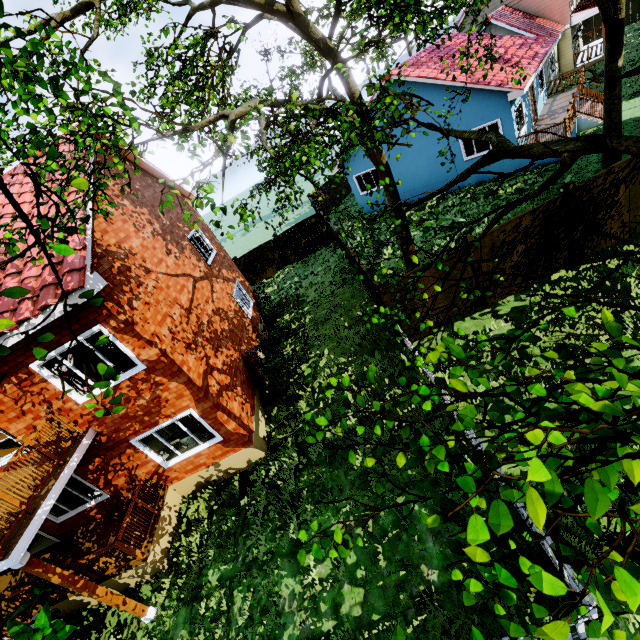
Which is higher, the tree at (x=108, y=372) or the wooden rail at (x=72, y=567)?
the tree at (x=108, y=372)

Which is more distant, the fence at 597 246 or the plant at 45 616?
the fence at 597 246

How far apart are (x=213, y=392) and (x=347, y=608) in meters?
5.6

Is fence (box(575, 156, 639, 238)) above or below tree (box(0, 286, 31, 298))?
below

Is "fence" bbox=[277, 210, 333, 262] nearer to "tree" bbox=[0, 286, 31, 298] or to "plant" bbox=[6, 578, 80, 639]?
"tree" bbox=[0, 286, 31, 298]

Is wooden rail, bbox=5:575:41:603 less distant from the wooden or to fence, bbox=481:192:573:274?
the wooden

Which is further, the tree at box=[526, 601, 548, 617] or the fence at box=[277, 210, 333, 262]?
the fence at box=[277, 210, 333, 262]

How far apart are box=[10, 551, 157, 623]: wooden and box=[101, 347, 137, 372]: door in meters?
4.3 m
